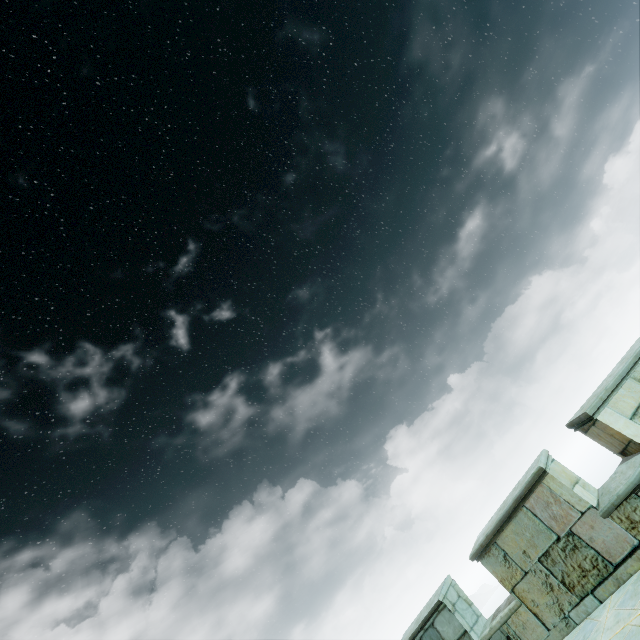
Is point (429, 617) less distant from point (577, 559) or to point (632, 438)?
point (577, 559)
